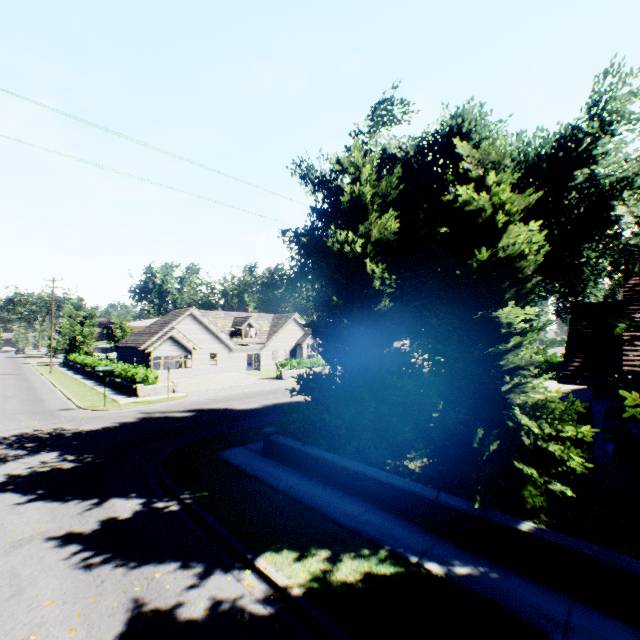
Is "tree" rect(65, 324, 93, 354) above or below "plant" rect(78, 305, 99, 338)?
below

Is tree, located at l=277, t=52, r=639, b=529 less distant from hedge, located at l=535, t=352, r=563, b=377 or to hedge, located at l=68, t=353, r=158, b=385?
hedge, located at l=535, t=352, r=563, b=377

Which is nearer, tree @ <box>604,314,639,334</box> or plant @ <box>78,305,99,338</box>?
tree @ <box>604,314,639,334</box>

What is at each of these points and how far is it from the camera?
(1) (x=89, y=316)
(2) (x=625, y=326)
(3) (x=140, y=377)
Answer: (1) plant, 57.1m
(2) tree, 6.2m
(3) hedge, 24.3m

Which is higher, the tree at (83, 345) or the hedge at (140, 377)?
the tree at (83, 345)

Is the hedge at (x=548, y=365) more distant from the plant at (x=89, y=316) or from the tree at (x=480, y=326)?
the plant at (x=89, y=316)

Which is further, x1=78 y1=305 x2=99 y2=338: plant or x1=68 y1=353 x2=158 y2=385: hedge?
x1=78 y1=305 x2=99 y2=338: plant
